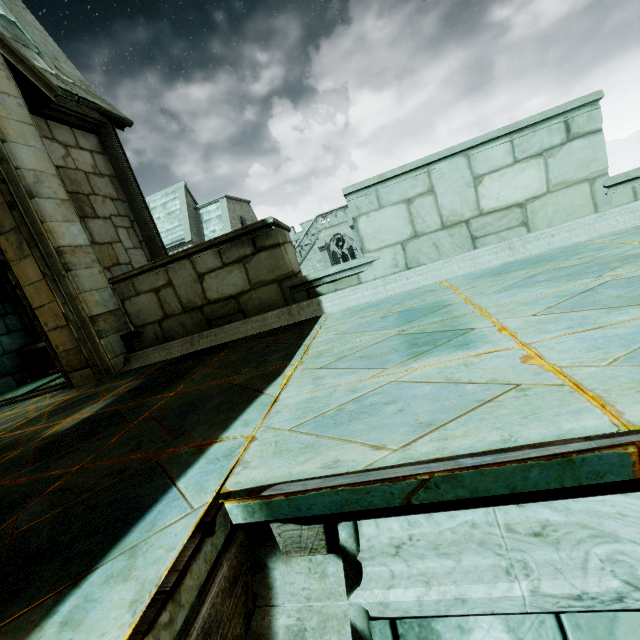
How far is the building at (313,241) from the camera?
28.1 meters

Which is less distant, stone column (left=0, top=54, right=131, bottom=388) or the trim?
the trim

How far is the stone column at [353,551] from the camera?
1.1m

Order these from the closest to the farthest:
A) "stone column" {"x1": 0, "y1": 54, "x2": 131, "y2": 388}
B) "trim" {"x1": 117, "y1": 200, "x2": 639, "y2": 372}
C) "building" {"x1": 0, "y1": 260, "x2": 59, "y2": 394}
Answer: "trim" {"x1": 117, "y1": 200, "x2": 639, "y2": 372} < "stone column" {"x1": 0, "y1": 54, "x2": 131, "y2": 388} < "building" {"x1": 0, "y1": 260, "x2": 59, "y2": 394}

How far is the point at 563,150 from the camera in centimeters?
315cm

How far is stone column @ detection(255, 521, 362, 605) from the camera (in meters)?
1.11

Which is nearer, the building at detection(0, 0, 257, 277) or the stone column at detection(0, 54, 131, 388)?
the stone column at detection(0, 54, 131, 388)

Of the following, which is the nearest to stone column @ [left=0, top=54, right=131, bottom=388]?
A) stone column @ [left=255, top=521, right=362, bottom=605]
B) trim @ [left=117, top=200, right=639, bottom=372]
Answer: trim @ [left=117, top=200, right=639, bottom=372]
